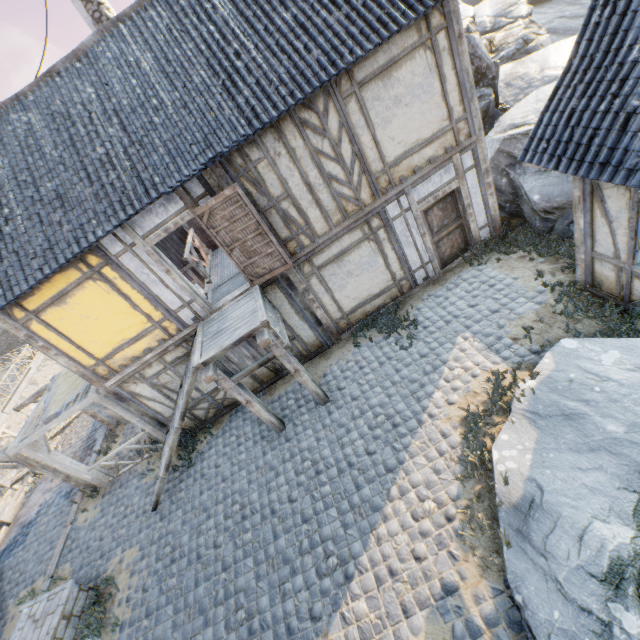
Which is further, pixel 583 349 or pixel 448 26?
pixel 448 26

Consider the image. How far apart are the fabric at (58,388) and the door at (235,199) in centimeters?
533cm

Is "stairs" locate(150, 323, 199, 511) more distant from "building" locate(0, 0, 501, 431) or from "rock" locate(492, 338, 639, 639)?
"rock" locate(492, 338, 639, 639)

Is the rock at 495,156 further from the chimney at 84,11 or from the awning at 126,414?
the chimney at 84,11

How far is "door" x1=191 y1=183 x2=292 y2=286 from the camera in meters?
6.8 m

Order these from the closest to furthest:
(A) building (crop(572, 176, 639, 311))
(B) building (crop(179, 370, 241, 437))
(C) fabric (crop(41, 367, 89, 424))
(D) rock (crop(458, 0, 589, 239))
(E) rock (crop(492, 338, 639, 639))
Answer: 1. (E) rock (crop(492, 338, 639, 639))
2. (A) building (crop(572, 176, 639, 311))
3. (D) rock (crop(458, 0, 589, 239))
4. (C) fabric (crop(41, 367, 89, 424))
5. (B) building (crop(179, 370, 241, 437))

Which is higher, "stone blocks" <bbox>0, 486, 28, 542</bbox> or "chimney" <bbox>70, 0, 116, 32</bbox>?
"chimney" <bbox>70, 0, 116, 32</bbox>

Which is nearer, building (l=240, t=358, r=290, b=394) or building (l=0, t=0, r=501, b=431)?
building (l=0, t=0, r=501, b=431)
